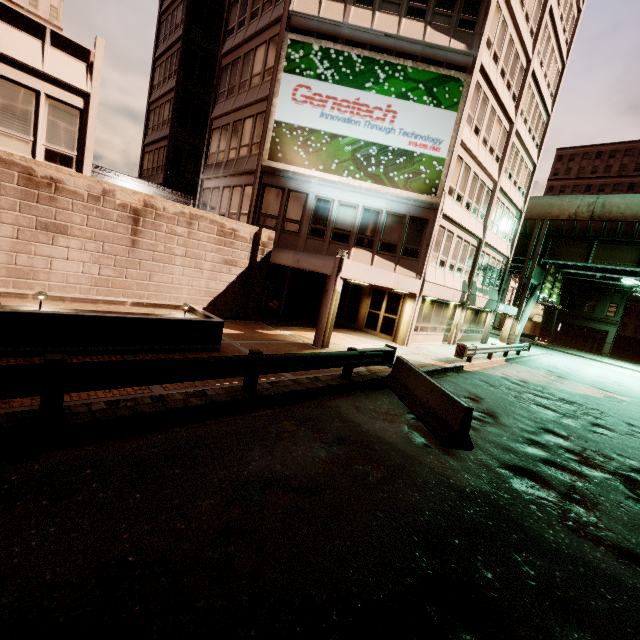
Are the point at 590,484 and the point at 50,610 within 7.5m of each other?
no

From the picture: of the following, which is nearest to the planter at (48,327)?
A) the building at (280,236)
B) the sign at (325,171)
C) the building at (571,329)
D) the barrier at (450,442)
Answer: the building at (280,236)

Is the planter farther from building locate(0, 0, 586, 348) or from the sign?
the sign

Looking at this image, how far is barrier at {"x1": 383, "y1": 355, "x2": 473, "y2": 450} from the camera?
7.0 meters

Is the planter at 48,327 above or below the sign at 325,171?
below

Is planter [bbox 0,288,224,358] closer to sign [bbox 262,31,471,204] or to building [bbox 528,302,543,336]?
sign [bbox 262,31,471,204]

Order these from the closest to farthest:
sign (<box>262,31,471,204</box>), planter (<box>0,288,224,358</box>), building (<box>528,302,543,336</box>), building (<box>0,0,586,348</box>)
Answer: planter (<box>0,288,224,358</box>)
building (<box>0,0,586,348</box>)
sign (<box>262,31,471,204</box>)
building (<box>528,302,543,336</box>)

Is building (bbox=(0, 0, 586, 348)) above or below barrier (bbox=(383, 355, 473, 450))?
above
